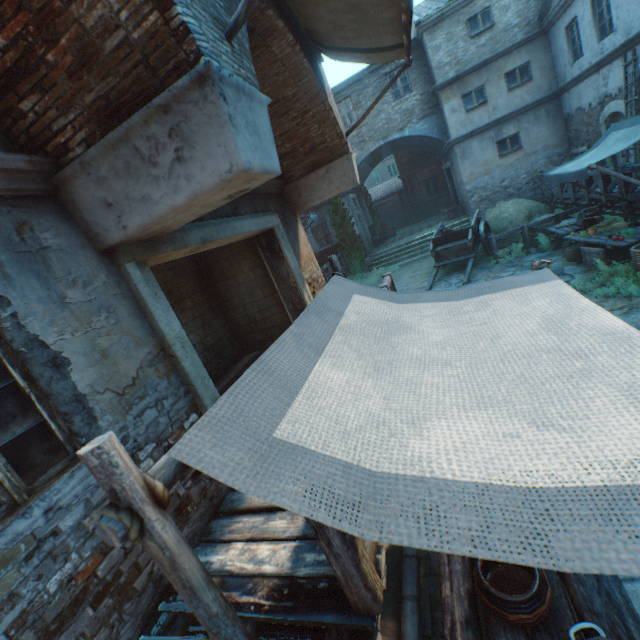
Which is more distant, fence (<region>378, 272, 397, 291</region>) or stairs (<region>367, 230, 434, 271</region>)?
stairs (<region>367, 230, 434, 271</region>)

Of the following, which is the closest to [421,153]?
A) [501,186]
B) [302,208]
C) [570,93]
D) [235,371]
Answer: [501,186]

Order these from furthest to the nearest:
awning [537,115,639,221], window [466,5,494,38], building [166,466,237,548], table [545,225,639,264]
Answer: window [466,5,494,38], table [545,225,639,264], awning [537,115,639,221], building [166,466,237,548]

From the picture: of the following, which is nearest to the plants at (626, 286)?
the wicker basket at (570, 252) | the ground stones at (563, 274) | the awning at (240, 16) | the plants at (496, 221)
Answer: the ground stones at (563, 274)

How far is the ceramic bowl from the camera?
1.9m

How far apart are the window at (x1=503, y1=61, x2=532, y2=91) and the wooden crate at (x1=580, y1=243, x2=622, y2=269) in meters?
10.7

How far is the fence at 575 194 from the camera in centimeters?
1020cm

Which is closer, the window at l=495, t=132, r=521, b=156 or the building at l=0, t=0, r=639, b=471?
the building at l=0, t=0, r=639, b=471
